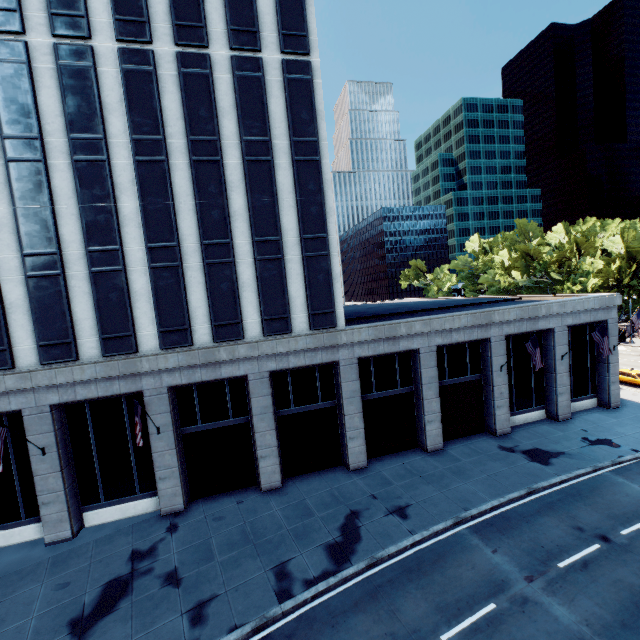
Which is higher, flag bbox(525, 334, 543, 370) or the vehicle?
flag bbox(525, 334, 543, 370)

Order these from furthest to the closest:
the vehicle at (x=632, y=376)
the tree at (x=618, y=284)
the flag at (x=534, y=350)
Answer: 1. the tree at (x=618, y=284)
2. the vehicle at (x=632, y=376)
3. the flag at (x=534, y=350)

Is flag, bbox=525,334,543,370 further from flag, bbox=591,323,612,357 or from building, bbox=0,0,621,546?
flag, bbox=591,323,612,357

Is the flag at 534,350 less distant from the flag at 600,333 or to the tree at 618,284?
the flag at 600,333

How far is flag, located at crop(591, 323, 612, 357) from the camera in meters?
22.5 m

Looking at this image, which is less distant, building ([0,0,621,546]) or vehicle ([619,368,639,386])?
building ([0,0,621,546])

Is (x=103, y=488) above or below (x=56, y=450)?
below

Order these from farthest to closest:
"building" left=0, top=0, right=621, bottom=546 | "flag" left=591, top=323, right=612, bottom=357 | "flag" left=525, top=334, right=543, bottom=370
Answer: "flag" left=591, top=323, right=612, bottom=357, "flag" left=525, top=334, right=543, bottom=370, "building" left=0, top=0, right=621, bottom=546
